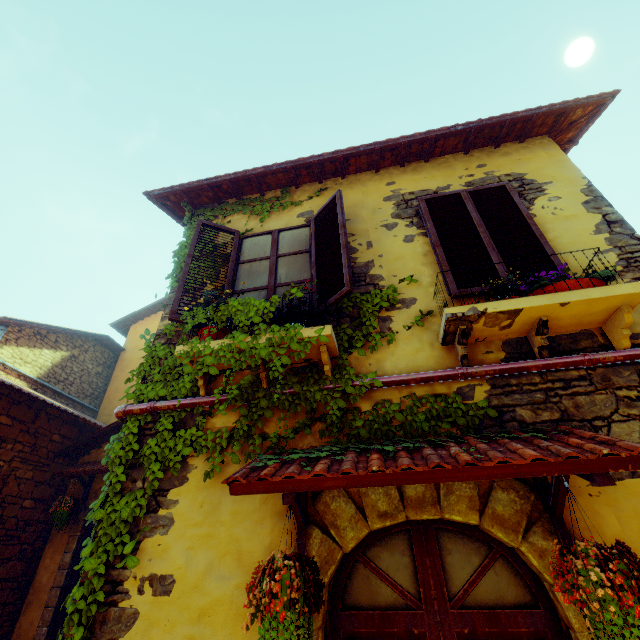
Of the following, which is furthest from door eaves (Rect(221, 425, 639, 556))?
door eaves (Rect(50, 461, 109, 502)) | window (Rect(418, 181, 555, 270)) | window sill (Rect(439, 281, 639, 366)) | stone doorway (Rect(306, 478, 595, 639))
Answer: door eaves (Rect(50, 461, 109, 502))

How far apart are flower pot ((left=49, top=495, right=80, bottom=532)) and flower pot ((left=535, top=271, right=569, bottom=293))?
8.39m

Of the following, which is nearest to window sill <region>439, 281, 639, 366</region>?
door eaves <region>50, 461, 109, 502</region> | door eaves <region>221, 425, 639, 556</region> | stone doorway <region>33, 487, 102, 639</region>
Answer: door eaves <region>221, 425, 639, 556</region>

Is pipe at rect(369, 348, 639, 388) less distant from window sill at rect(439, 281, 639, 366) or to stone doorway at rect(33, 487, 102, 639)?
window sill at rect(439, 281, 639, 366)

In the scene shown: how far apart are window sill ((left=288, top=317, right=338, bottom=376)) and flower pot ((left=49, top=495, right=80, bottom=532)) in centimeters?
546cm

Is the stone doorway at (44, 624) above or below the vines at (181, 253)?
below

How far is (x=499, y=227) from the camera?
3.65m

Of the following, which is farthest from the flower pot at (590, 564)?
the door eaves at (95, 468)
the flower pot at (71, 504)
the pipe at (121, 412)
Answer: the flower pot at (71, 504)
